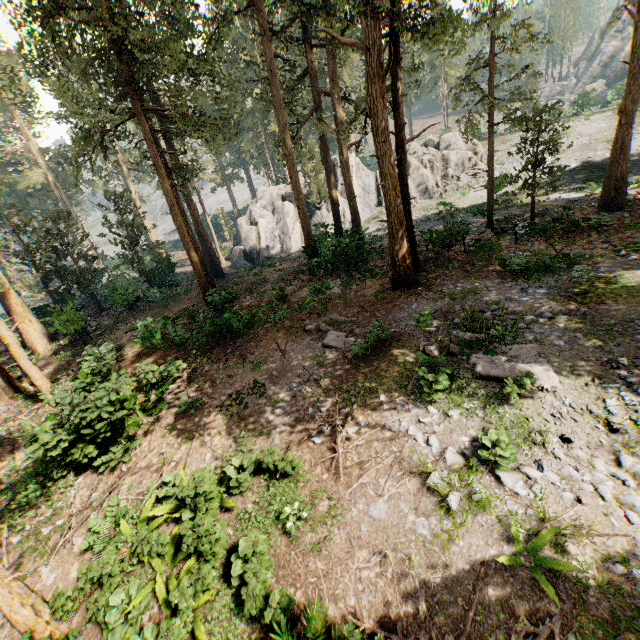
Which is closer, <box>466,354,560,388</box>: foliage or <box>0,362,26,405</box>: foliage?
<box>466,354,560,388</box>: foliage

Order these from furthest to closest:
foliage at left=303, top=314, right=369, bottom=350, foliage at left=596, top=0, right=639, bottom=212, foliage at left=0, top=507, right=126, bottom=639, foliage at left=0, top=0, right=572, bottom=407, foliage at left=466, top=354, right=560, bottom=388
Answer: foliage at left=596, top=0, right=639, bottom=212 < foliage at left=0, top=0, right=572, bottom=407 < foliage at left=303, top=314, right=369, bottom=350 < foliage at left=466, top=354, right=560, bottom=388 < foliage at left=0, top=507, right=126, bottom=639

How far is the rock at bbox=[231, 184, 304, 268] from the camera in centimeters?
3650cm

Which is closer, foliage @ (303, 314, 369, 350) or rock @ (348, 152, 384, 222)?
foliage @ (303, 314, 369, 350)

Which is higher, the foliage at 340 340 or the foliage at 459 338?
the foliage at 459 338

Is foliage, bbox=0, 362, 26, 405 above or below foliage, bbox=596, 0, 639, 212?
below

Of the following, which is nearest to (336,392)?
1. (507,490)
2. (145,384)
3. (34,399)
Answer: (507,490)

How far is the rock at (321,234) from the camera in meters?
Result: 23.9
